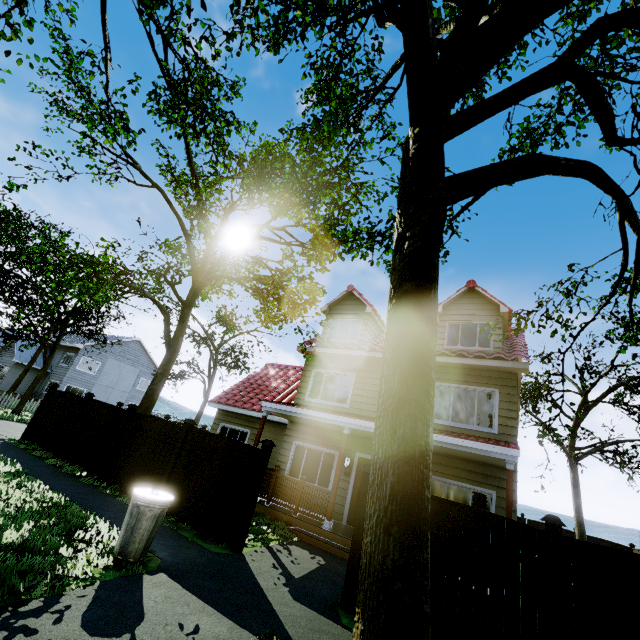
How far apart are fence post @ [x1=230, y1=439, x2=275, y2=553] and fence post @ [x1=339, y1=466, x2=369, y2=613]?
2.27m

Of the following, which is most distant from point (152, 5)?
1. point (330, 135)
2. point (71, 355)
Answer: point (71, 355)

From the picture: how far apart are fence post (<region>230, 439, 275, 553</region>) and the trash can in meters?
1.8

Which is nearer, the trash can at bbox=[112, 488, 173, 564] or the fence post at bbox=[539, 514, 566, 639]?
the fence post at bbox=[539, 514, 566, 639]

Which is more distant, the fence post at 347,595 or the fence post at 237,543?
the fence post at 237,543

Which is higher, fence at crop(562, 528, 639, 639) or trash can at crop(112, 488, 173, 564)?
fence at crop(562, 528, 639, 639)

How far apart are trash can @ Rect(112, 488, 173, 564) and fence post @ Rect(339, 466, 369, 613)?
3.21m

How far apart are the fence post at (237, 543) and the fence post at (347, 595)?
2.27m
